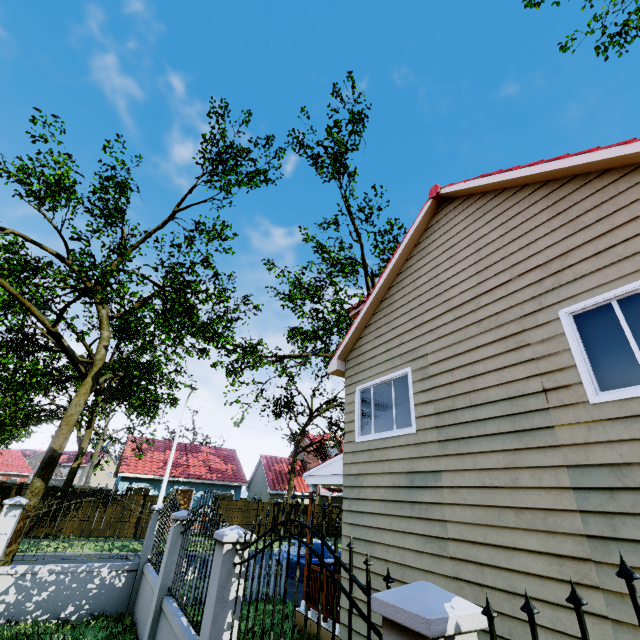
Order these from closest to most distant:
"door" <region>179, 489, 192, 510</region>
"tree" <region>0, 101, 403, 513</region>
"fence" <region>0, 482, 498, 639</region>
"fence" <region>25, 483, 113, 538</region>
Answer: "fence" <region>0, 482, 498, 639</region> → "fence" <region>25, 483, 113, 538</region> → "tree" <region>0, 101, 403, 513</region> → "door" <region>179, 489, 192, 510</region>

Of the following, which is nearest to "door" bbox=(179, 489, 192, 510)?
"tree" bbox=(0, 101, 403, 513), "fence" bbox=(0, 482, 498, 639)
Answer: "fence" bbox=(0, 482, 498, 639)

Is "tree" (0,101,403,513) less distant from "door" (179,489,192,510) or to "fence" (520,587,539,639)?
"fence" (520,587,539,639)

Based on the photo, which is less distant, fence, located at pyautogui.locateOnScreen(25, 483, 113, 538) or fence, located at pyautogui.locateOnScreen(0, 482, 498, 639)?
fence, located at pyautogui.locateOnScreen(0, 482, 498, 639)

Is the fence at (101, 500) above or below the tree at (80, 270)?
below

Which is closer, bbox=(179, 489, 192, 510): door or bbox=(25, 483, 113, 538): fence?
bbox=(25, 483, 113, 538): fence

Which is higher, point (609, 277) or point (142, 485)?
point (609, 277)
